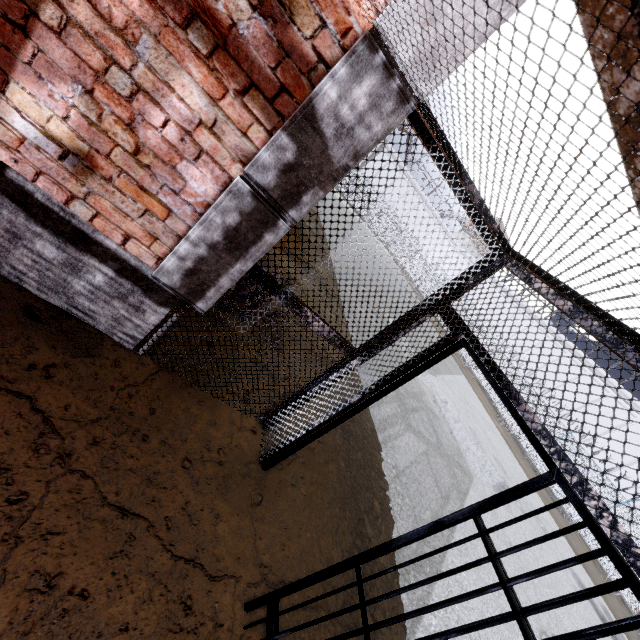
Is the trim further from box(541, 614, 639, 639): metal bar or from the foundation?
box(541, 614, 639, 639): metal bar

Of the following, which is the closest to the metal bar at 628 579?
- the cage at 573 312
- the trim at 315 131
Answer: the cage at 573 312

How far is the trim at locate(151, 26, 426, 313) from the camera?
1.7 meters

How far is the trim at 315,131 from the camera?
1.7m

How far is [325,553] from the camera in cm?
306

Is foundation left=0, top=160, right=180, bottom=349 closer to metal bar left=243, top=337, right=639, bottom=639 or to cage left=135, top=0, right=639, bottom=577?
cage left=135, top=0, right=639, bottom=577

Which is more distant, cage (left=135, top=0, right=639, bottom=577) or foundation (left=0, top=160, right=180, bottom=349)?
foundation (left=0, top=160, right=180, bottom=349)

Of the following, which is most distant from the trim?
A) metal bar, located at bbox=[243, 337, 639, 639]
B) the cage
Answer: metal bar, located at bbox=[243, 337, 639, 639]
